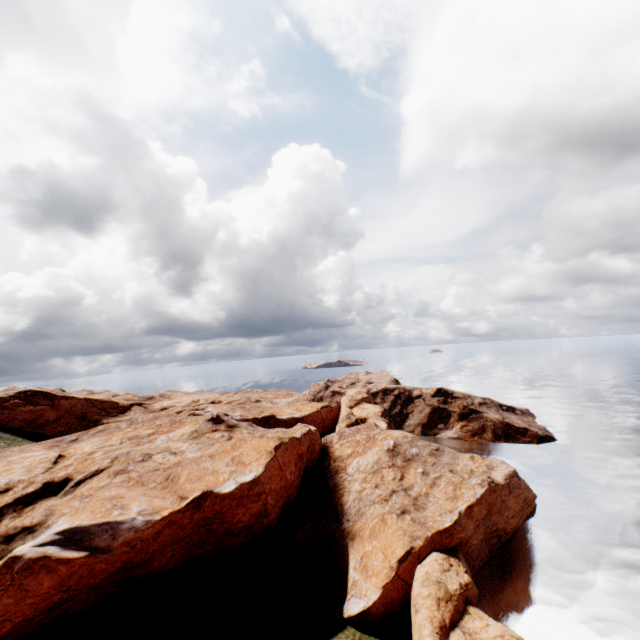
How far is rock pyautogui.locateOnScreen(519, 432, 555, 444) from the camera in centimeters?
5916cm

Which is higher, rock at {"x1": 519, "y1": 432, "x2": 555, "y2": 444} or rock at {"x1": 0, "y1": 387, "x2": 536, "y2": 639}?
rock at {"x1": 0, "y1": 387, "x2": 536, "y2": 639}

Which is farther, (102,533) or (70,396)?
(70,396)

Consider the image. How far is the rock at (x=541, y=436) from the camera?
59.2m

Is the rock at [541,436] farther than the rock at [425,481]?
Yes

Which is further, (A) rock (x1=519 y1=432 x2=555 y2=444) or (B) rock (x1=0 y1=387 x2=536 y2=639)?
(A) rock (x1=519 y1=432 x2=555 y2=444)
